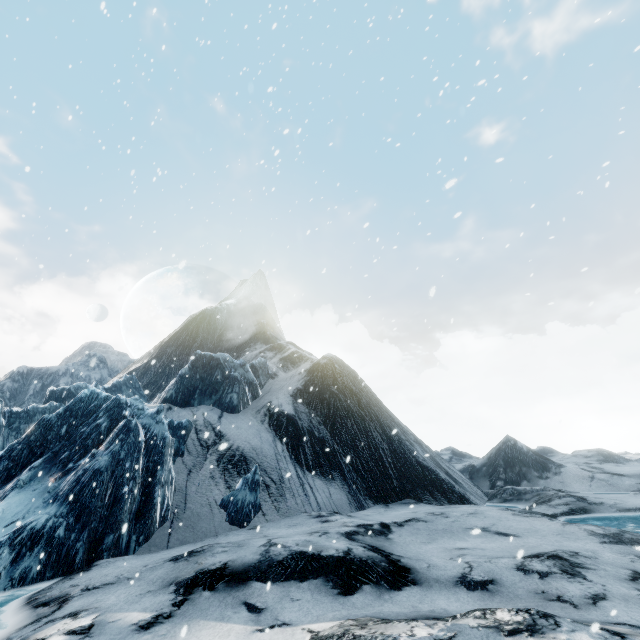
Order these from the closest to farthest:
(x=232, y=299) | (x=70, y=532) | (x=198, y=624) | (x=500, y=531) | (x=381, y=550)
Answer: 1. (x=198, y=624)
2. (x=381, y=550)
3. (x=70, y=532)
4. (x=500, y=531)
5. (x=232, y=299)
